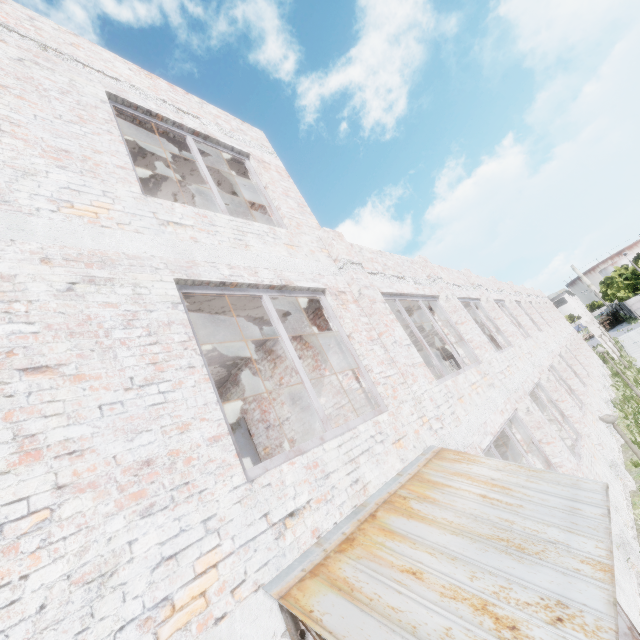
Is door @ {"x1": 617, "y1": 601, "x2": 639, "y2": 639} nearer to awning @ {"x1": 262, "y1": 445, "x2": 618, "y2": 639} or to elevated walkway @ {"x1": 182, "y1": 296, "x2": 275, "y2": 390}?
awning @ {"x1": 262, "y1": 445, "x2": 618, "y2": 639}

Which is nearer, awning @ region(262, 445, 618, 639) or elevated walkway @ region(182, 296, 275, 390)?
awning @ region(262, 445, 618, 639)

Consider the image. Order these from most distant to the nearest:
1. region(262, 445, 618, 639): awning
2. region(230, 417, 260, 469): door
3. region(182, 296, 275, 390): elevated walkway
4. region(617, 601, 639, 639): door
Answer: region(230, 417, 260, 469): door < region(182, 296, 275, 390): elevated walkway < region(617, 601, 639, 639): door < region(262, 445, 618, 639): awning

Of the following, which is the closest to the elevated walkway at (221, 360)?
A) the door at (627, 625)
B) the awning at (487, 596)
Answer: Result: the awning at (487, 596)

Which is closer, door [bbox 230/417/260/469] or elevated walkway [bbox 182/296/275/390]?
elevated walkway [bbox 182/296/275/390]

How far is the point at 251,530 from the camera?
2.5m

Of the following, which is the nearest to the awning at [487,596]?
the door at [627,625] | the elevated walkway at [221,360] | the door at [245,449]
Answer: the door at [627,625]
